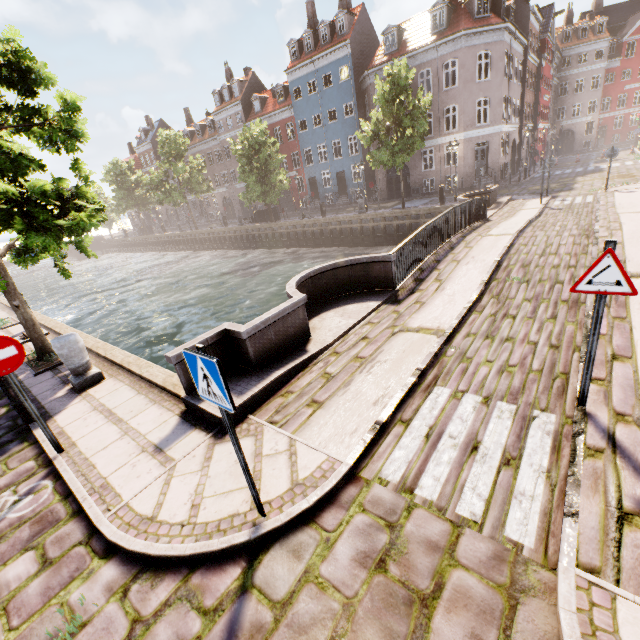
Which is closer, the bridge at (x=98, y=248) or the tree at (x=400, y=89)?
the tree at (x=400, y=89)

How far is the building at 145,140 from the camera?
54.12m

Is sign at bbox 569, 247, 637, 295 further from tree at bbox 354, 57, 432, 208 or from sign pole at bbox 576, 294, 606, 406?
tree at bbox 354, 57, 432, 208

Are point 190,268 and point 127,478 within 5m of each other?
no

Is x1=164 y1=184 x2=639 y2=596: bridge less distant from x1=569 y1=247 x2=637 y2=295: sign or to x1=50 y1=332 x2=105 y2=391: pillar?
x1=569 y1=247 x2=637 y2=295: sign

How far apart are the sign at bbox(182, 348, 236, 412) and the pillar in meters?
5.1

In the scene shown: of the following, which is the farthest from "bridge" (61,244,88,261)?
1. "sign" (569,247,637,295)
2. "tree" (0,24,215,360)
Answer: "sign" (569,247,637,295)

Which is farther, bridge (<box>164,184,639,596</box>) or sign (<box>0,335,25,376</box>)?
sign (<box>0,335,25,376</box>)
